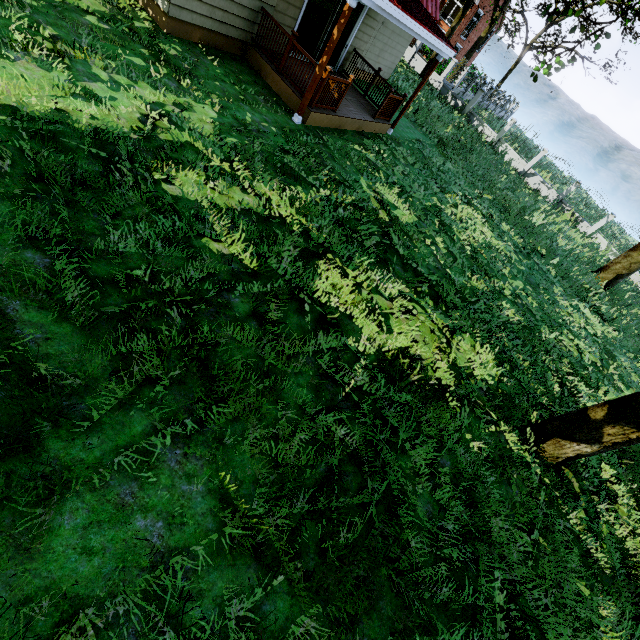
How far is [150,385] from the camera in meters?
3.4 m

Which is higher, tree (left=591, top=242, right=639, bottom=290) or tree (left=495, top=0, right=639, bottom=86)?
tree (left=495, top=0, right=639, bottom=86)

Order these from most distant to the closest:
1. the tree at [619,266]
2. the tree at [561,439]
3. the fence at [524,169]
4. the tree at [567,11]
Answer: the fence at [524,169], the tree at [619,266], the tree at [567,11], the tree at [561,439]

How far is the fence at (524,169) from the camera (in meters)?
23.47

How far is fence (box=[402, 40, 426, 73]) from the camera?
25.38m

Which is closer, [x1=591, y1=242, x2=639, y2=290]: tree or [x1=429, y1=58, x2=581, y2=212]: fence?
[x1=591, y1=242, x2=639, y2=290]: tree

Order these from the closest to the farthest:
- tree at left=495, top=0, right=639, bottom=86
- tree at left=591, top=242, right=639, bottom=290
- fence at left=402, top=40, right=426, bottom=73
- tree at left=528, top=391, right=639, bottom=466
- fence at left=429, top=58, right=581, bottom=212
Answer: tree at left=528, top=391, right=639, bottom=466 < tree at left=495, top=0, right=639, bottom=86 < tree at left=591, top=242, right=639, bottom=290 < fence at left=429, top=58, right=581, bottom=212 < fence at left=402, top=40, right=426, bottom=73
